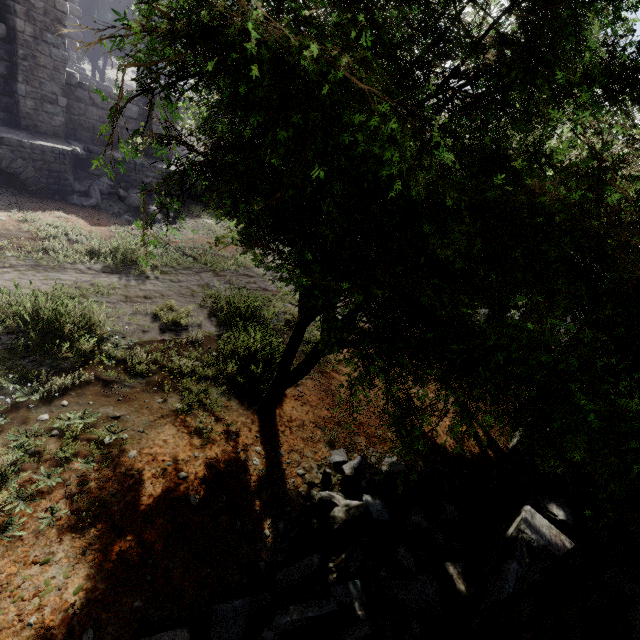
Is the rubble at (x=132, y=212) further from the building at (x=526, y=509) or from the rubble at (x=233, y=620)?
the rubble at (x=233, y=620)

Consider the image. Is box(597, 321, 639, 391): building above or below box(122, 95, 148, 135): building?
above

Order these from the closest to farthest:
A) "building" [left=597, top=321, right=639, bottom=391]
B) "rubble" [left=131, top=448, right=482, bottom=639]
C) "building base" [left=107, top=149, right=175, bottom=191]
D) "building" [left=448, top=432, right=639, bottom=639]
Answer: "building" [left=448, top=432, right=639, bottom=639] < "rubble" [left=131, top=448, right=482, bottom=639] < "building" [left=597, top=321, right=639, bottom=391] < "building base" [left=107, top=149, right=175, bottom=191]

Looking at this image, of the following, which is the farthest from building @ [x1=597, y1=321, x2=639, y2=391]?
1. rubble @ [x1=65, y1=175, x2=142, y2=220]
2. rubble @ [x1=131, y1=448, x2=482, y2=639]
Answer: rubble @ [x1=65, y1=175, x2=142, y2=220]

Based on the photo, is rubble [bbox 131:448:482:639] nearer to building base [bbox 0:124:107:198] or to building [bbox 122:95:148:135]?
building [bbox 122:95:148:135]

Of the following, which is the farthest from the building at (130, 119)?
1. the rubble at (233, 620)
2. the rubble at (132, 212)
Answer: the rubble at (132, 212)

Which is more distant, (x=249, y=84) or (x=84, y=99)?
(x=84, y=99)
